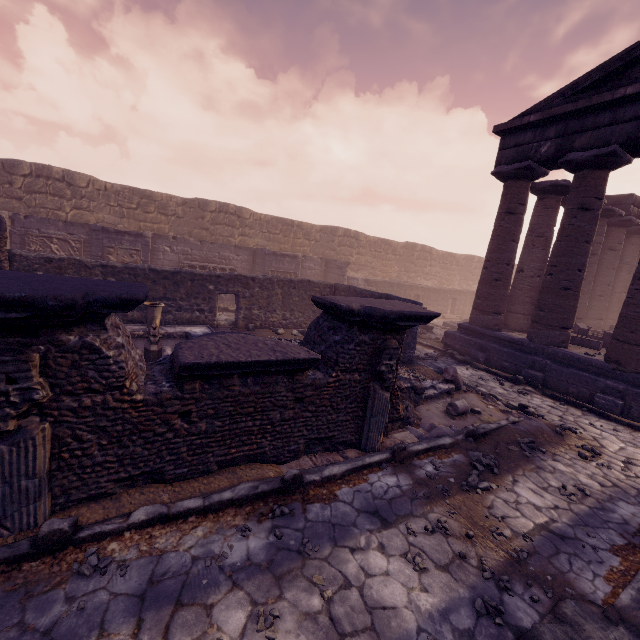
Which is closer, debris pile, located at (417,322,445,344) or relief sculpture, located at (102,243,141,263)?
relief sculpture, located at (102,243,141,263)

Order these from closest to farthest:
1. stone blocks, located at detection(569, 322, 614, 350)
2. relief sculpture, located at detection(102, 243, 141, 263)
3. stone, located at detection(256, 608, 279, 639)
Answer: stone, located at detection(256, 608, 279, 639) < stone blocks, located at detection(569, 322, 614, 350) < relief sculpture, located at detection(102, 243, 141, 263)

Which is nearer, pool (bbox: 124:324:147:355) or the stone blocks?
pool (bbox: 124:324:147:355)

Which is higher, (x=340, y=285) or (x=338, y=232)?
(x=338, y=232)

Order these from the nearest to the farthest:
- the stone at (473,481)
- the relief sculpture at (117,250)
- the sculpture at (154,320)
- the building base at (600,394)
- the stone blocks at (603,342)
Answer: the stone at (473,481)
the sculpture at (154,320)
the building base at (600,394)
the stone blocks at (603,342)
the relief sculpture at (117,250)

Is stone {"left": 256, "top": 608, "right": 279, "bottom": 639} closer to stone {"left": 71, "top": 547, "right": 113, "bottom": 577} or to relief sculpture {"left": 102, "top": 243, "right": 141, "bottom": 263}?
stone {"left": 71, "top": 547, "right": 113, "bottom": 577}

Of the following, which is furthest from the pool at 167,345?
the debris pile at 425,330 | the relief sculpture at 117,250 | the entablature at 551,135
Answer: the entablature at 551,135

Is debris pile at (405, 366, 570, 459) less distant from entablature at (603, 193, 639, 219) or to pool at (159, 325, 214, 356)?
pool at (159, 325, 214, 356)
